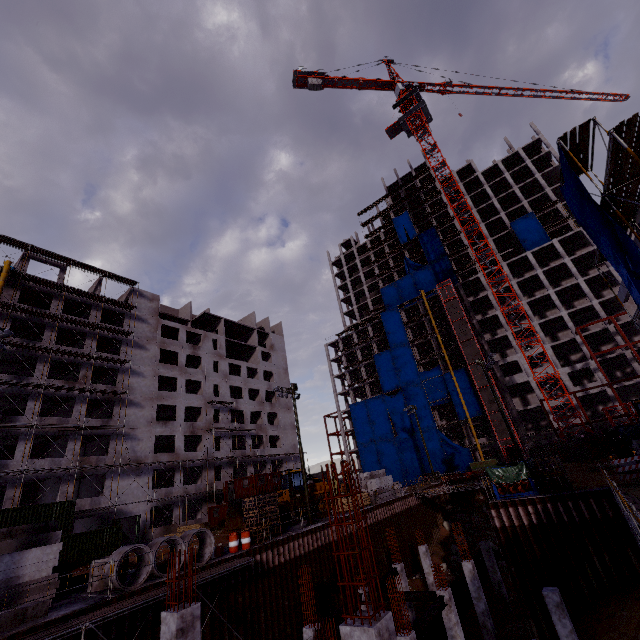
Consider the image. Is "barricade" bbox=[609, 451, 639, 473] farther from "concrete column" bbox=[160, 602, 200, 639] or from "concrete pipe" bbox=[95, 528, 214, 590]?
"concrete pipe" bbox=[95, 528, 214, 590]

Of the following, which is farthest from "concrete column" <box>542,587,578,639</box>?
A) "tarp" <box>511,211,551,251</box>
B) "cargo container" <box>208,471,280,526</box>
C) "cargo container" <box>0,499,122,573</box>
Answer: "tarp" <box>511,211,551,251</box>

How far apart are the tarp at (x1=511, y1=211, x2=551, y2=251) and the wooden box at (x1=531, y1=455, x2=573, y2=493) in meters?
48.6

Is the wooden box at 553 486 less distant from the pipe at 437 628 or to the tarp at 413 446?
the pipe at 437 628

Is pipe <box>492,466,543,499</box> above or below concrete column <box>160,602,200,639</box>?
below

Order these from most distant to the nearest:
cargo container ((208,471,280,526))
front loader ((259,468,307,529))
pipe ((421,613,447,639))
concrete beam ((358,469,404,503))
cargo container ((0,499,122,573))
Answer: cargo container ((208,471,280,526)) < concrete beam ((358,469,404,503)) < front loader ((259,468,307,529)) < cargo container ((0,499,122,573)) < pipe ((421,613,447,639))

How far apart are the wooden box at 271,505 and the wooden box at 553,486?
16.84m

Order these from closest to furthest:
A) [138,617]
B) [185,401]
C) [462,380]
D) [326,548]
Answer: [138,617] → [326,548] → [185,401] → [462,380]
